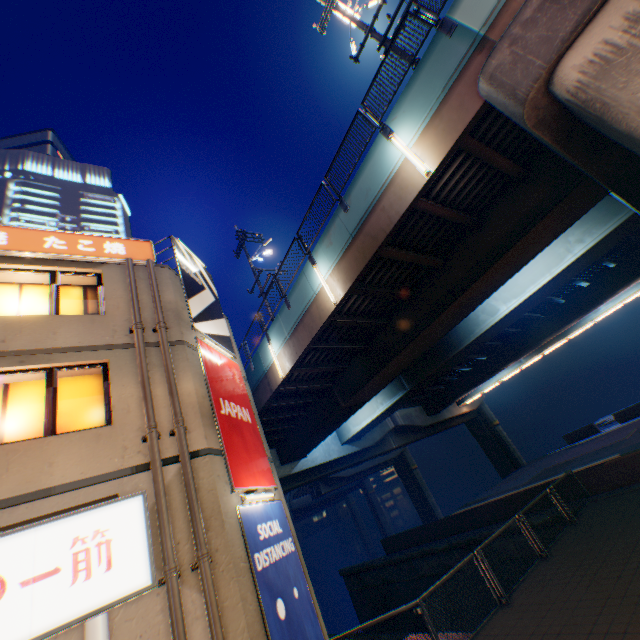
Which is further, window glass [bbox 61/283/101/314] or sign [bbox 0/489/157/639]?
window glass [bbox 61/283/101/314]

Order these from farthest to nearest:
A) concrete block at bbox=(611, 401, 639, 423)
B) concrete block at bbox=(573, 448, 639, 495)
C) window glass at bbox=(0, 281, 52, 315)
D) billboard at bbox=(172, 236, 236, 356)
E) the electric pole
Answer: concrete block at bbox=(611, 401, 639, 423)
concrete block at bbox=(573, 448, 639, 495)
billboard at bbox=(172, 236, 236, 356)
the electric pole
window glass at bbox=(0, 281, 52, 315)

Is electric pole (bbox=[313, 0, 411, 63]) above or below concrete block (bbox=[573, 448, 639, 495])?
above

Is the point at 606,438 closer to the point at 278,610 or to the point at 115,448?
the point at 278,610

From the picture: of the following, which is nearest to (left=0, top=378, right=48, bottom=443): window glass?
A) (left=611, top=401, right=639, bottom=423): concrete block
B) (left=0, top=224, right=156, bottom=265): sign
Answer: (left=0, top=224, right=156, bottom=265): sign

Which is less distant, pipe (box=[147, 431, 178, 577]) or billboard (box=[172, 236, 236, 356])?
pipe (box=[147, 431, 178, 577])

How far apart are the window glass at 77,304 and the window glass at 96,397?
1.5m

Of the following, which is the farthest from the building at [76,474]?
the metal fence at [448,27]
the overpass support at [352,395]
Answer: the metal fence at [448,27]
